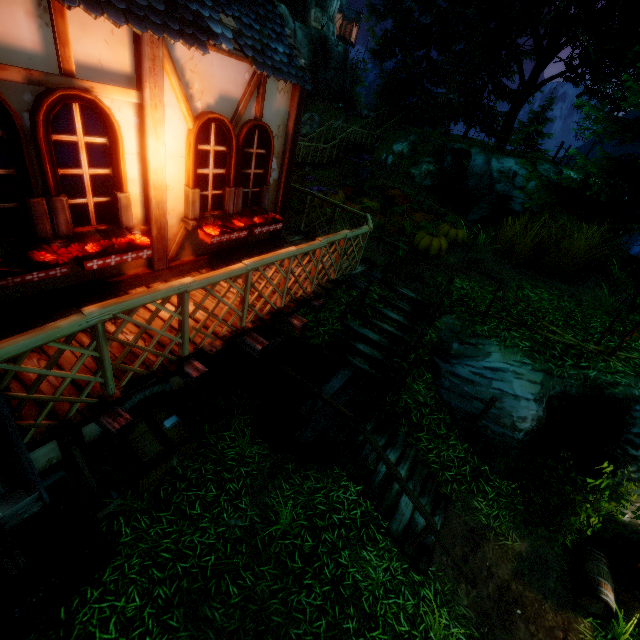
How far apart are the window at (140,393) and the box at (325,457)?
3.0m

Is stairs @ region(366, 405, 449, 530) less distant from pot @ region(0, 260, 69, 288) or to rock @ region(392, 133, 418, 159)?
pot @ region(0, 260, 69, 288)

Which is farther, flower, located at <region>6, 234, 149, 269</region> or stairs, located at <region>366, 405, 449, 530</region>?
stairs, located at <region>366, 405, 449, 530</region>

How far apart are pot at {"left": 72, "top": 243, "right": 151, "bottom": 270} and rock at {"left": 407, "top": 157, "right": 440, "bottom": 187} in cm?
2060

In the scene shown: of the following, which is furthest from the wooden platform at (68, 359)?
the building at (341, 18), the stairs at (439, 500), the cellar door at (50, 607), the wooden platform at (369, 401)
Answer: the building at (341, 18)

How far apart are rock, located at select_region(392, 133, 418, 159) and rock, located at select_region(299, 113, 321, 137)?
9.92m

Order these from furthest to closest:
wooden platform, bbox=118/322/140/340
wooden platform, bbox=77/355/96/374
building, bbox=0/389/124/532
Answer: wooden platform, bbox=118/322/140/340, wooden platform, bbox=77/355/96/374, building, bbox=0/389/124/532

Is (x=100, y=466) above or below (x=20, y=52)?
below
